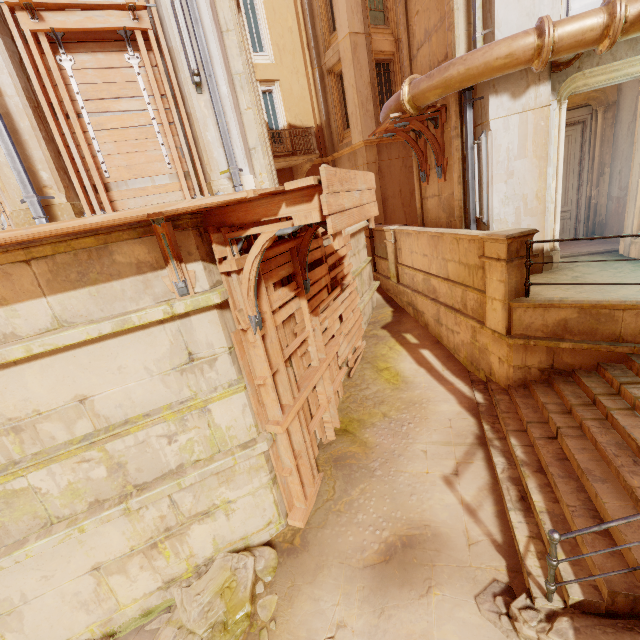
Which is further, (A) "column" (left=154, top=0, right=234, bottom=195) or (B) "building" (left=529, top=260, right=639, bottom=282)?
(B) "building" (left=529, top=260, right=639, bottom=282)

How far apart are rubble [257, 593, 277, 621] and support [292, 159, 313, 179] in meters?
14.6

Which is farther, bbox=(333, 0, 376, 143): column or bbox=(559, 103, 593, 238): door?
bbox=(333, 0, 376, 143): column

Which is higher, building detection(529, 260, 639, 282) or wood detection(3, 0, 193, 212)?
wood detection(3, 0, 193, 212)

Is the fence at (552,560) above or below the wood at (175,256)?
below

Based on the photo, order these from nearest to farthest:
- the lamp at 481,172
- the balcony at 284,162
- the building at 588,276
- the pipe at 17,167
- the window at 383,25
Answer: the pipe at 17,167 < the building at 588,276 < the lamp at 481,172 < the window at 383,25 < the balcony at 284,162

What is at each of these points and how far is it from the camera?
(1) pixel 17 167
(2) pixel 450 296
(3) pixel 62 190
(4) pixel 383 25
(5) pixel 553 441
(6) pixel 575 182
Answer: (1) pipe, 4.12m
(2) building, 7.75m
(3) column, 4.61m
(4) window, 13.98m
(5) stairs, 4.82m
(6) door, 8.44m

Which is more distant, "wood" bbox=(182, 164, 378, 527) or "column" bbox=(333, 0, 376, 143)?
"column" bbox=(333, 0, 376, 143)
